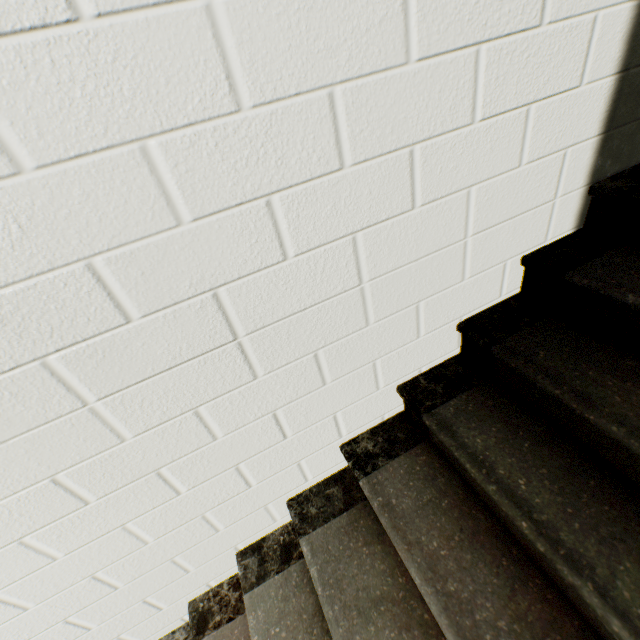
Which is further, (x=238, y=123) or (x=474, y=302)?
(x=474, y=302)
